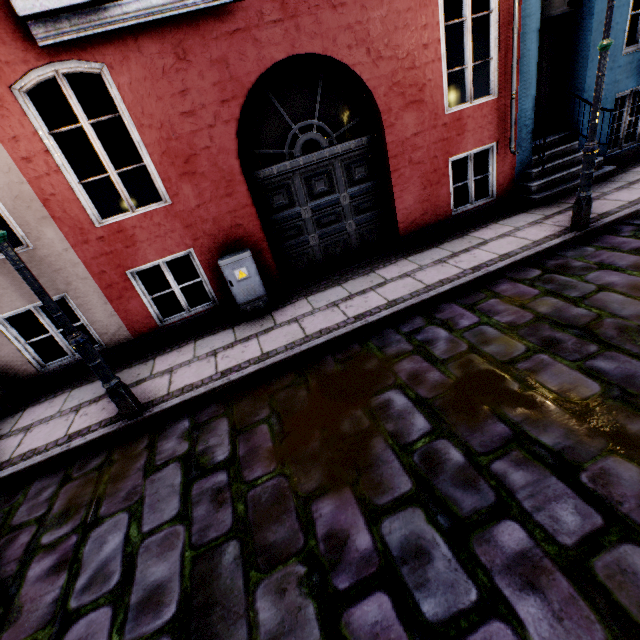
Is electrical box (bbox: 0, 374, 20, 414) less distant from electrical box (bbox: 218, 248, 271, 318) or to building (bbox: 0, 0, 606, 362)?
building (bbox: 0, 0, 606, 362)

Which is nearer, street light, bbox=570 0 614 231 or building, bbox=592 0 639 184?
street light, bbox=570 0 614 231

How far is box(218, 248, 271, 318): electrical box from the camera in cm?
510

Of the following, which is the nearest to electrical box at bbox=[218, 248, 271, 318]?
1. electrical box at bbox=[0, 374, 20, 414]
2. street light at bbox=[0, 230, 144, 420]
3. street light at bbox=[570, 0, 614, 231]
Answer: street light at bbox=[0, 230, 144, 420]

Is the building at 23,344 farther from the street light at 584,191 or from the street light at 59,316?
the street light at 59,316

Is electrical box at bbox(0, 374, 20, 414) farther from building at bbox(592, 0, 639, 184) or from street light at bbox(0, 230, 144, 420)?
street light at bbox(0, 230, 144, 420)

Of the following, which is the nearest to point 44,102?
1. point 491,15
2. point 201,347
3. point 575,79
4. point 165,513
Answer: point 201,347

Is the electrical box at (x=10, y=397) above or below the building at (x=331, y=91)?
below
